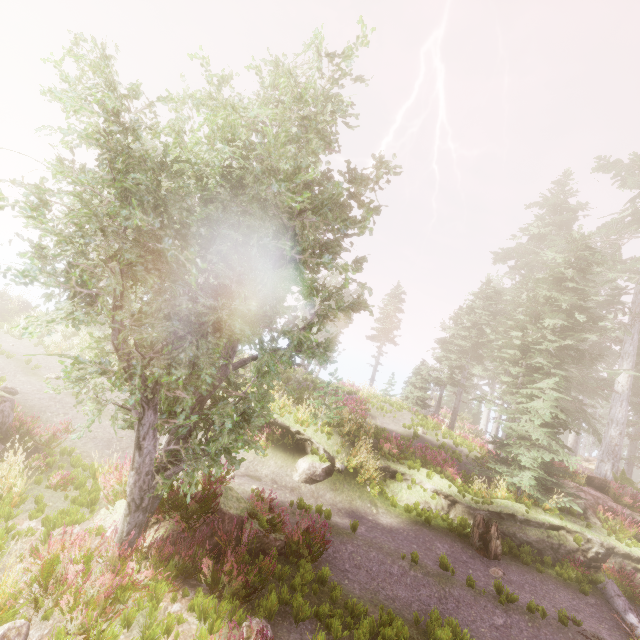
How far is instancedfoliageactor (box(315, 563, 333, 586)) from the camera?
7.6m

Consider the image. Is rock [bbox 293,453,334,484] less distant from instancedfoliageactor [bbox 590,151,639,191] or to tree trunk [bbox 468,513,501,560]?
instancedfoliageactor [bbox 590,151,639,191]

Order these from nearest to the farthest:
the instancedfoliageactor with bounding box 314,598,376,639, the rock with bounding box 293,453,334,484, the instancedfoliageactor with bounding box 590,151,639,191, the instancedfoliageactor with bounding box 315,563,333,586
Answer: the instancedfoliageactor with bounding box 314,598,376,639
the instancedfoliageactor with bounding box 315,563,333,586
the rock with bounding box 293,453,334,484
the instancedfoliageactor with bounding box 590,151,639,191

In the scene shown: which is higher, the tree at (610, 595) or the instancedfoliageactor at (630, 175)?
the instancedfoliageactor at (630, 175)

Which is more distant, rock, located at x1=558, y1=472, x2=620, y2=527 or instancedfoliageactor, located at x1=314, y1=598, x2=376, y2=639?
rock, located at x1=558, y1=472, x2=620, y2=527

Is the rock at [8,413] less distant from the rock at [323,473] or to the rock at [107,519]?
the rock at [107,519]

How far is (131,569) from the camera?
6.10m
